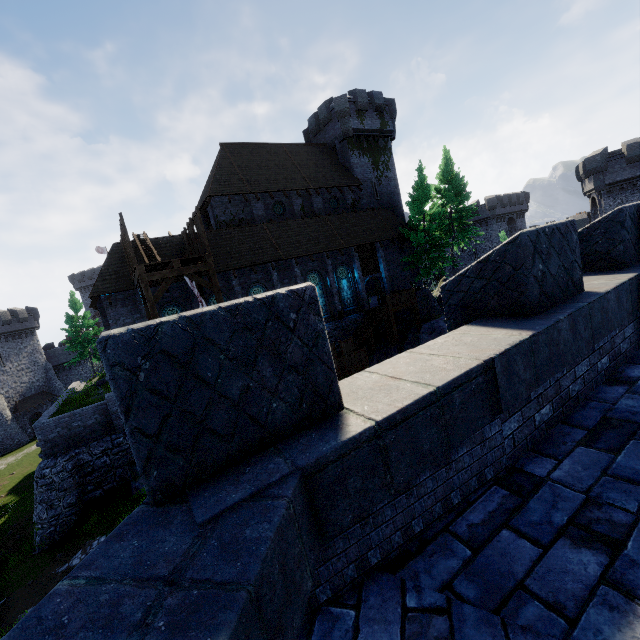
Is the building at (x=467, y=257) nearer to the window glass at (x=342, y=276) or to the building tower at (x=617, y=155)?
the building tower at (x=617, y=155)

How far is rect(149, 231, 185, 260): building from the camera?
21.31m

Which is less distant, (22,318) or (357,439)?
(357,439)

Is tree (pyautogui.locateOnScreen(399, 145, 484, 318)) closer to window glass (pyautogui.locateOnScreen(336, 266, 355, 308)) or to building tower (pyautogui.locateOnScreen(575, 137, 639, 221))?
window glass (pyautogui.locateOnScreen(336, 266, 355, 308))

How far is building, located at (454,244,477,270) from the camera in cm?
5489

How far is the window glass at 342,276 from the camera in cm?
2777

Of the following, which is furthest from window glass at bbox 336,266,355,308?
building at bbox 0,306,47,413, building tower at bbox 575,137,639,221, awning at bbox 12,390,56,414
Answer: awning at bbox 12,390,56,414

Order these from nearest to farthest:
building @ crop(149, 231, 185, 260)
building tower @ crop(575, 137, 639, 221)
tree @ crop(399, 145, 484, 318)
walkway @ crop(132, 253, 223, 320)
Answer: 1. walkway @ crop(132, 253, 223, 320)
2. building @ crop(149, 231, 185, 260)
3. tree @ crop(399, 145, 484, 318)
4. building tower @ crop(575, 137, 639, 221)
